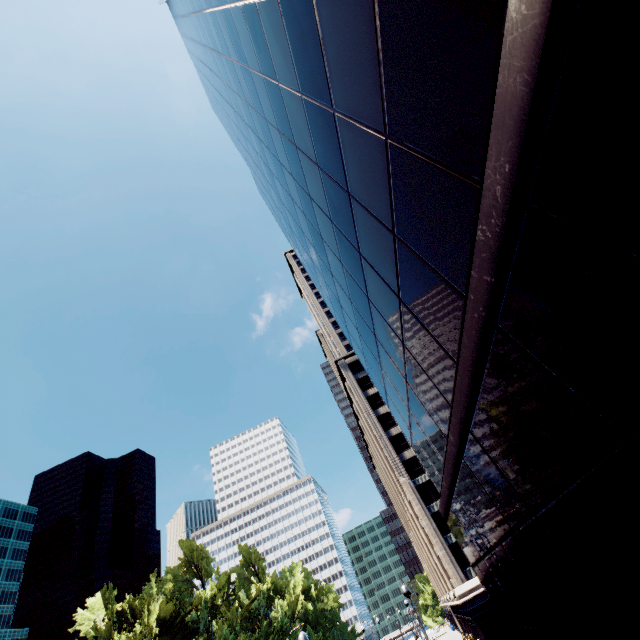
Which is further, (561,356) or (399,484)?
(399,484)

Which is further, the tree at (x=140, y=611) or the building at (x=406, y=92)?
the tree at (x=140, y=611)

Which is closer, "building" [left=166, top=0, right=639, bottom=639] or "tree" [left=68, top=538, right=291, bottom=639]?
"building" [left=166, top=0, right=639, bottom=639]
